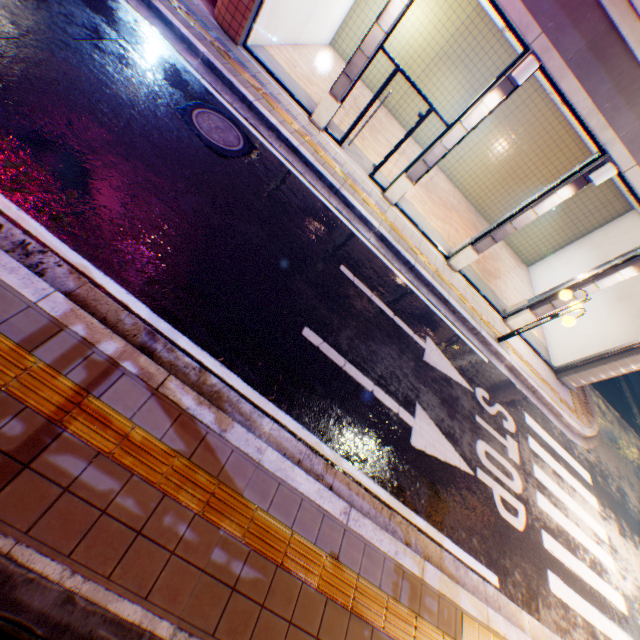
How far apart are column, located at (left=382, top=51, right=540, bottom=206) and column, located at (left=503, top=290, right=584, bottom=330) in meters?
5.3 m

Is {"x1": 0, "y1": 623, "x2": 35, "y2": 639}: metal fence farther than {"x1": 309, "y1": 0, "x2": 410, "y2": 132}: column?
No

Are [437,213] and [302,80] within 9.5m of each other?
yes

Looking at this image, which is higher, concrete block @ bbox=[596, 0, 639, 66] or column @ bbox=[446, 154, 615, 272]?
concrete block @ bbox=[596, 0, 639, 66]

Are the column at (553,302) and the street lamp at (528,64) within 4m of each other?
no

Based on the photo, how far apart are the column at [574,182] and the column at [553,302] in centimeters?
244cm

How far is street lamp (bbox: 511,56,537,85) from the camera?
6.4 meters

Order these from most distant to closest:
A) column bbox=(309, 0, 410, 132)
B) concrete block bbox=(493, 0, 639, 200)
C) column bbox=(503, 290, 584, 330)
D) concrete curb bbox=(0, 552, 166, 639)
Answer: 1. column bbox=(503, 290, 584, 330)
2. column bbox=(309, 0, 410, 132)
3. concrete block bbox=(493, 0, 639, 200)
4. concrete curb bbox=(0, 552, 166, 639)
